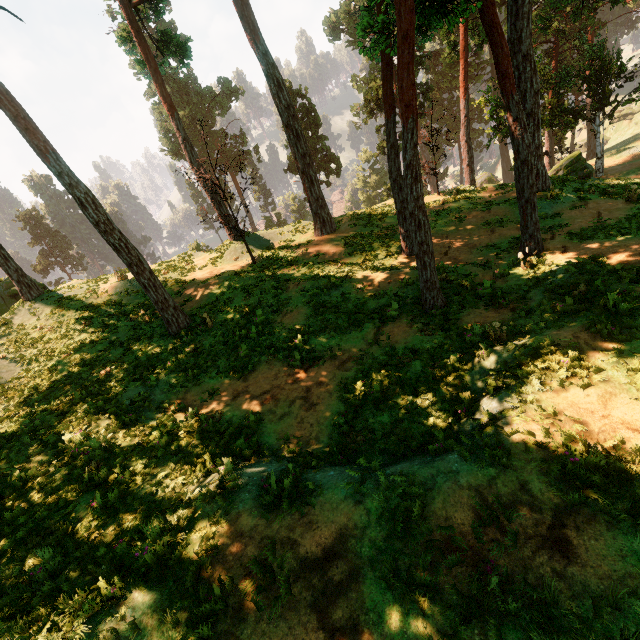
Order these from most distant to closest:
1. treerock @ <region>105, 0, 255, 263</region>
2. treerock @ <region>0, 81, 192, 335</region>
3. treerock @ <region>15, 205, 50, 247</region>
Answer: treerock @ <region>15, 205, 50, 247</region> → treerock @ <region>105, 0, 255, 263</region> → treerock @ <region>0, 81, 192, 335</region>

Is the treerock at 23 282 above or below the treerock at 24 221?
below

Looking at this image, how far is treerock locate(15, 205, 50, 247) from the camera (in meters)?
57.75

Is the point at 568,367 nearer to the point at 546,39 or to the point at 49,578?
the point at 49,578

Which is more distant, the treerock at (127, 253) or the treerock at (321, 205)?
the treerock at (321, 205)

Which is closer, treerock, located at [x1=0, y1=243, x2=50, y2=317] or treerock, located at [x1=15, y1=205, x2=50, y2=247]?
treerock, located at [x1=0, y1=243, x2=50, y2=317]
